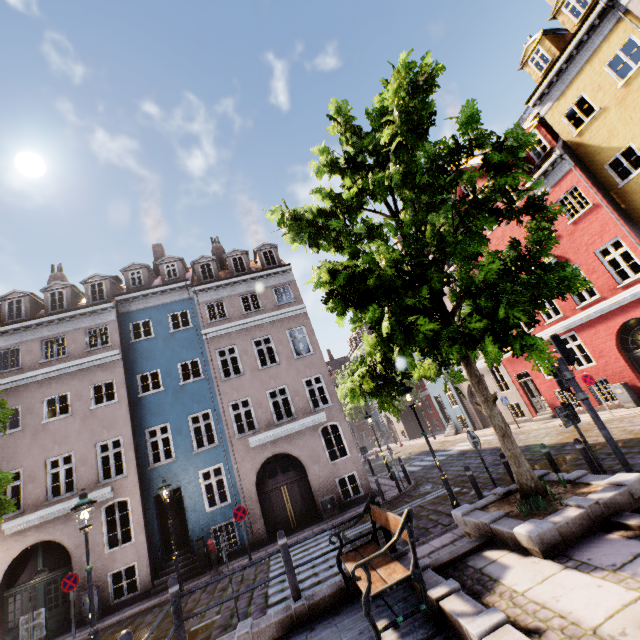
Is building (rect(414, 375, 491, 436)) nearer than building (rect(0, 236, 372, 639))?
No

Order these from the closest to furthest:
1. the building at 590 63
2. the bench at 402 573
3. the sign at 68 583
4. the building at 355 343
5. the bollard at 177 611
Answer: the bench at 402 573 < the bollard at 177 611 < the sign at 68 583 < the building at 590 63 < the building at 355 343

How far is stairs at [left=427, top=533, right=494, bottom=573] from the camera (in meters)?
5.46

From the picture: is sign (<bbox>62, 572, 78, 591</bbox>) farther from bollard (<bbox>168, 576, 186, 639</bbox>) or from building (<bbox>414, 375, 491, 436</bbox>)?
bollard (<bbox>168, 576, 186, 639</bbox>)

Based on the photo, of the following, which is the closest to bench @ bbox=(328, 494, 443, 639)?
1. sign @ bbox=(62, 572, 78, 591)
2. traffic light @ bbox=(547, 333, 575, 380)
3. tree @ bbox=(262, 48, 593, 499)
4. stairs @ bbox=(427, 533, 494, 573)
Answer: stairs @ bbox=(427, 533, 494, 573)

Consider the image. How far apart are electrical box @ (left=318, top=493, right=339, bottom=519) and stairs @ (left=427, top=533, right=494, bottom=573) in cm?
907

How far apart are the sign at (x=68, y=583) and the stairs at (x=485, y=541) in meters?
12.2

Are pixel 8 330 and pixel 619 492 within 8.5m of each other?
no
